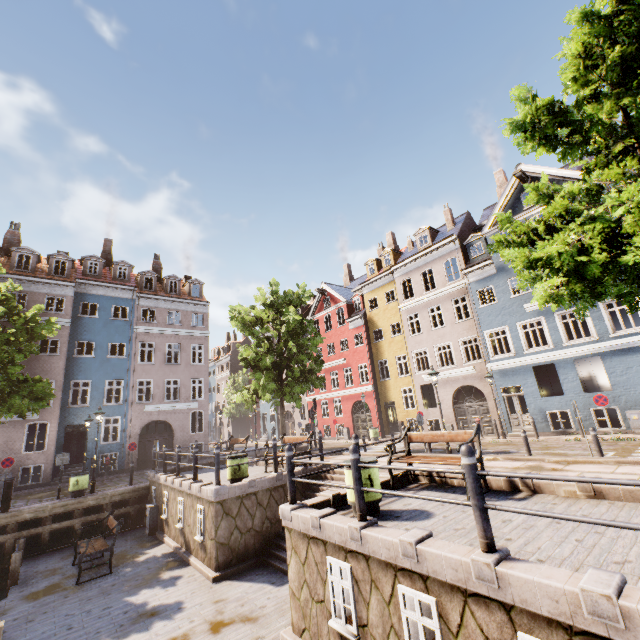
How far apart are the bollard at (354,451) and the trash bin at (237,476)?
6.5m

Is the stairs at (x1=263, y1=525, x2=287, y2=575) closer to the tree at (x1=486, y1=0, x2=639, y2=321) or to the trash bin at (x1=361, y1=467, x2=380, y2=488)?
the trash bin at (x1=361, y1=467, x2=380, y2=488)

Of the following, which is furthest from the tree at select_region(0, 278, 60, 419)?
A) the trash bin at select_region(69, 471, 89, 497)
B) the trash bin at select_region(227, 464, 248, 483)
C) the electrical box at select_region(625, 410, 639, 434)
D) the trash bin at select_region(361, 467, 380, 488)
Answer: the electrical box at select_region(625, 410, 639, 434)

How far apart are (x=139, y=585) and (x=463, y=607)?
9.3 meters

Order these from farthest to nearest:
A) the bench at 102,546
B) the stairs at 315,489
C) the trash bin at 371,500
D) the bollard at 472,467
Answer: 1. the stairs at 315,489
2. the bench at 102,546
3. the trash bin at 371,500
4. the bollard at 472,467

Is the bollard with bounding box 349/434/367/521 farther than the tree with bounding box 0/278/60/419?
No

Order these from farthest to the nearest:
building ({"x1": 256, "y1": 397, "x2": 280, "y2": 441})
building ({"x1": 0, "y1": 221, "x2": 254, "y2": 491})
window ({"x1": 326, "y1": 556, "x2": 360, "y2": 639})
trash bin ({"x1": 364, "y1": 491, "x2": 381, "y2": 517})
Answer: building ({"x1": 256, "y1": 397, "x2": 280, "y2": 441}), building ({"x1": 0, "y1": 221, "x2": 254, "y2": 491}), trash bin ({"x1": 364, "y1": 491, "x2": 381, "y2": 517}), window ({"x1": 326, "y1": 556, "x2": 360, "y2": 639})

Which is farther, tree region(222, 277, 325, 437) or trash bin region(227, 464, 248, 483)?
tree region(222, 277, 325, 437)
